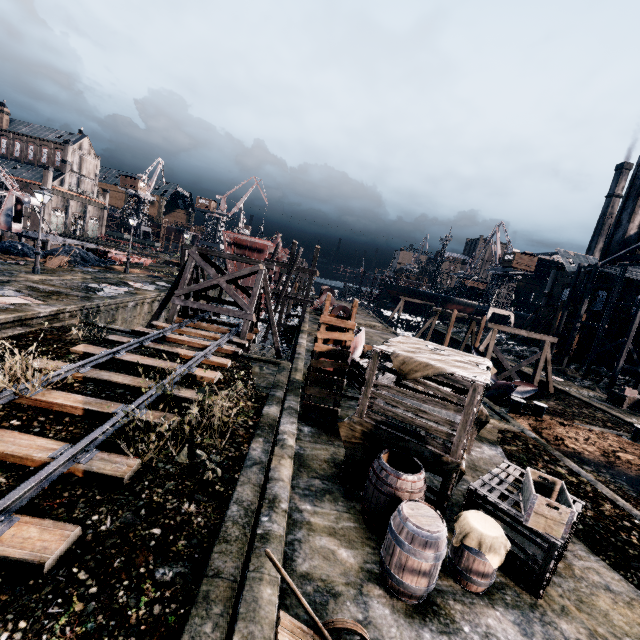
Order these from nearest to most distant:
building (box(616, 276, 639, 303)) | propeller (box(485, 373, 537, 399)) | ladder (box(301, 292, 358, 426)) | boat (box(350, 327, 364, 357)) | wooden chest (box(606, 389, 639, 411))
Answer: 1. ladder (box(301, 292, 358, 426))
2. boat (box(350, 327, 364, 357))
3. propeller (box(485, 373, 537, 399))
4. wooden chest (box(606, 389, 639, 411))
5. building (box(616, 276, 639, 303))

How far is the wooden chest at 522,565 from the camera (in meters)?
5.92

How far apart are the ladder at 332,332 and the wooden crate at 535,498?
5.3 meters

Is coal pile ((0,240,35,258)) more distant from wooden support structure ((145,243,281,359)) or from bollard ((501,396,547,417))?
bollard ((501,396,547,417))

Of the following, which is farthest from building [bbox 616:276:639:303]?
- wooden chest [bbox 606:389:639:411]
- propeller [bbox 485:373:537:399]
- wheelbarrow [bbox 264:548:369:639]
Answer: wooden chest [bbox 606:389:639:411]

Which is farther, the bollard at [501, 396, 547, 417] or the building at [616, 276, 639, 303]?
the building at [616, 276, 639, 303]

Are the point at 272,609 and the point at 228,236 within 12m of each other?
no

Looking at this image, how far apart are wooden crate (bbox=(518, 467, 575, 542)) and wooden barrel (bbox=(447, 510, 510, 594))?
0.48m
